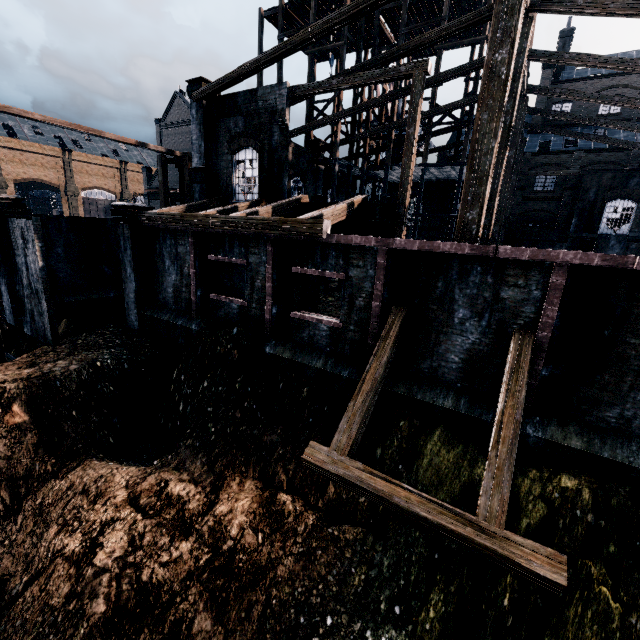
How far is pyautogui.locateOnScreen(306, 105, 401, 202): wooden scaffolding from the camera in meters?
26.4 m

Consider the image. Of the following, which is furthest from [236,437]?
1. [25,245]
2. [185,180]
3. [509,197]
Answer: [509,197]

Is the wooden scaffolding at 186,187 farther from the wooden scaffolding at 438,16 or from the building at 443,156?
the wooden scaffolding at 438,16

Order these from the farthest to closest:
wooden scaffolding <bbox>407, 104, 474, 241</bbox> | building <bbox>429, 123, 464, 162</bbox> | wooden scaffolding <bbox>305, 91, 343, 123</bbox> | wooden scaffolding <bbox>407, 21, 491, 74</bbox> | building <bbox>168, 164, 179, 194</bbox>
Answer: building <bbox>168, 164, 179, 194</bbox> < building <bbox>429, 123, 464, 162</bbox> < wooden scaffolding <bbox>305, 91, 343, 123</bbox> < wooden scaffolding <bbox>407, 104, 474, 241</bbox> < wooden scaffolding <bbox>407, 21, 491, 74</bbox>

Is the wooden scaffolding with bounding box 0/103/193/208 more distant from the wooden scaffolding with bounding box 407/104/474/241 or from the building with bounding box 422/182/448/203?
the wooden scaffolding with bounding box 407/104/474/241

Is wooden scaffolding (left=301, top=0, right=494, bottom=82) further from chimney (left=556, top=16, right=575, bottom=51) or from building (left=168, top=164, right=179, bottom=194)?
chimney (left=556, top=16, right=575, bottom=51)

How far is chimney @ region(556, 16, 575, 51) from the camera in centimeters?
3712cm

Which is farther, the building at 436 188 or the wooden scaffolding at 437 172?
the building at 436 188
